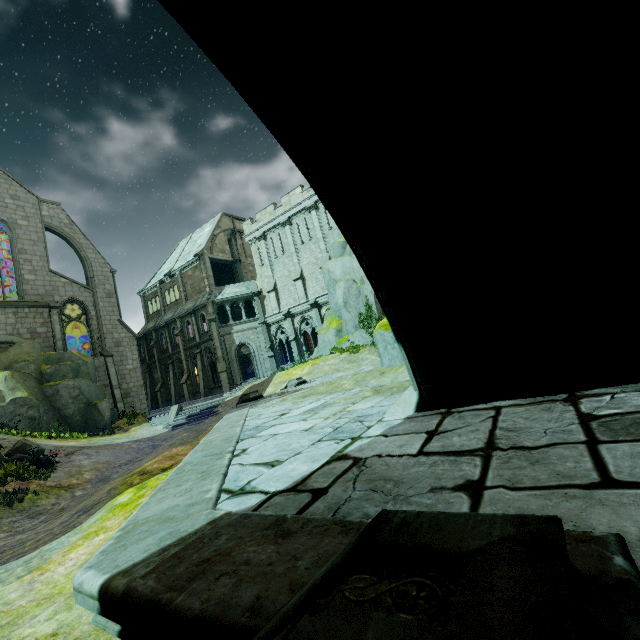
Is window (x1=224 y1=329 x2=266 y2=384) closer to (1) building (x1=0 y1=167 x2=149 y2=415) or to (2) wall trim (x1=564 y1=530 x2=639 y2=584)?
(1) building (x1=0 y1=167 x2=149 y2=415)

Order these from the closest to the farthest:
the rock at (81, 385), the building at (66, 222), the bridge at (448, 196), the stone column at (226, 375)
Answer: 1. the bridge at (448, 196)
2. the rock at (81, 385)
3. the building at (66, 222)
4. the stone column at (226, 375)

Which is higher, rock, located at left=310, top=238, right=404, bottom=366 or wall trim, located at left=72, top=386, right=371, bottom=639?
rock, located at left=310, top=238, right=404, bottom=366

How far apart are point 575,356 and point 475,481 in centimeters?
219cm

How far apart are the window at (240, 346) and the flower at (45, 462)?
17.13m

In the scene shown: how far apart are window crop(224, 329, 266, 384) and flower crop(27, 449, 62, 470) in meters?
17.1

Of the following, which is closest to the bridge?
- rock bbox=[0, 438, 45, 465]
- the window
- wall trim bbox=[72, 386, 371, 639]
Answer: wall trim bbox=[72, 386, 371, 639]

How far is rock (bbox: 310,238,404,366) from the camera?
8.9m
